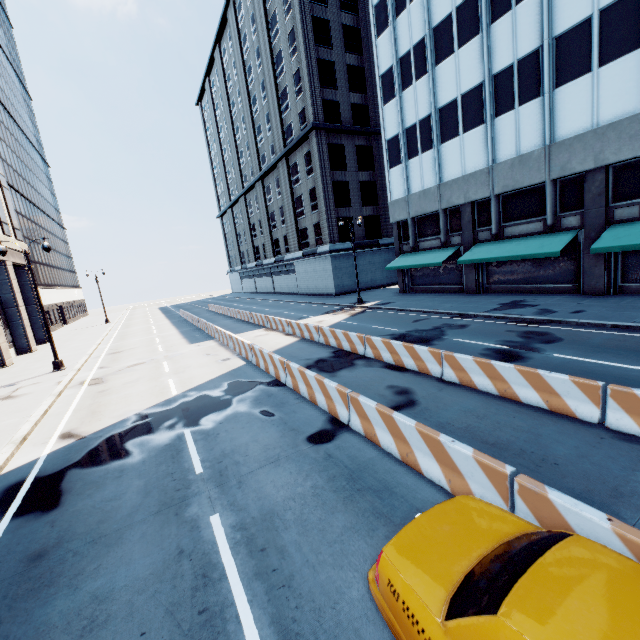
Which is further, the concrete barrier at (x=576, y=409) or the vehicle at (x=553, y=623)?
the concrete barrier at (x=576, y=409)

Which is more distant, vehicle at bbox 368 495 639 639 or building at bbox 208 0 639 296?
building at bbox 208 0 639 296

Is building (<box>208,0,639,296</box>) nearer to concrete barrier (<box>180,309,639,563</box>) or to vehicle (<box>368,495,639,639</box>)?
concrete barrier (<box>180,309,639,563</box>)

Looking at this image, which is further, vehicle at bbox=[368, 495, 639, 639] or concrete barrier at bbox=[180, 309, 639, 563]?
concrete barrier at bbox=[180, 309, 639, 563]

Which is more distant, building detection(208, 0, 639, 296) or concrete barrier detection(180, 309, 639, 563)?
building detection(208, 0, 639, 296)

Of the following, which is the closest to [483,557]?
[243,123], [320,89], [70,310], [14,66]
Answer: [320,89]

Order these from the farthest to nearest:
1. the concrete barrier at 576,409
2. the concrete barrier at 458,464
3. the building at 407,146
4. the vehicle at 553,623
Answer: the building at 407,146 → the concrete barrier at 576,409 → the concrete barrier at 458,464 → the vehicle at 553,623
